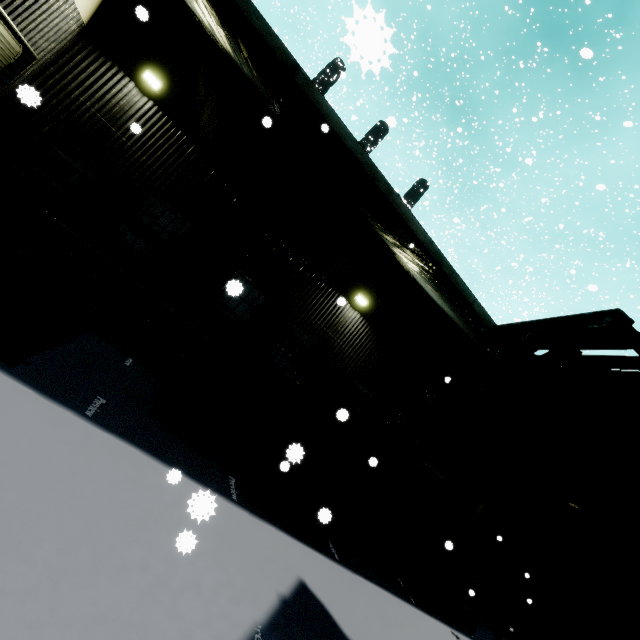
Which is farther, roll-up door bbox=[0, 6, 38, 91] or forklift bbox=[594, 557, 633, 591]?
roll-up door bbox=[0, 6, 38, 91]

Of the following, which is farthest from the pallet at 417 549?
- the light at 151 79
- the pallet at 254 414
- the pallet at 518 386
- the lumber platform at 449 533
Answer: the light at 151 79

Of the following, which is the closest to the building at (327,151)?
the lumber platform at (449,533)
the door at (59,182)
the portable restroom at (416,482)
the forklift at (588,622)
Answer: the door at (59,182)

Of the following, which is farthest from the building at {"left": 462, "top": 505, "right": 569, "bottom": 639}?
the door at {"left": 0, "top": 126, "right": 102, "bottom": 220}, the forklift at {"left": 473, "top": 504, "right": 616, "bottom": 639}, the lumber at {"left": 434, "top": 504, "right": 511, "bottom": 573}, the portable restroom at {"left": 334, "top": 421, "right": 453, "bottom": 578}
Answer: the forklift at {"left": 473, "top": 504, "right": 616, "bottom": 639}

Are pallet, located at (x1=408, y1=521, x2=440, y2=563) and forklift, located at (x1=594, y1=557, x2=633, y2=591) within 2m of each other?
no

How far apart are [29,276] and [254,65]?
6.07m

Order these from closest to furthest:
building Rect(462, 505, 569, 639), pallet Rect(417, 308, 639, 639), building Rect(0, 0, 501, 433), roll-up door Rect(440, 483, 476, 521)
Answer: pallet Rect(417, 308, 639, 639) → building Rect(0, 0, 501, 433) → building Rect(462, 505, 569, 639) → roll-up door Rect(440, 483, 476, 521)

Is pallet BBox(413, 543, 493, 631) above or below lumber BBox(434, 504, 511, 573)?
below
